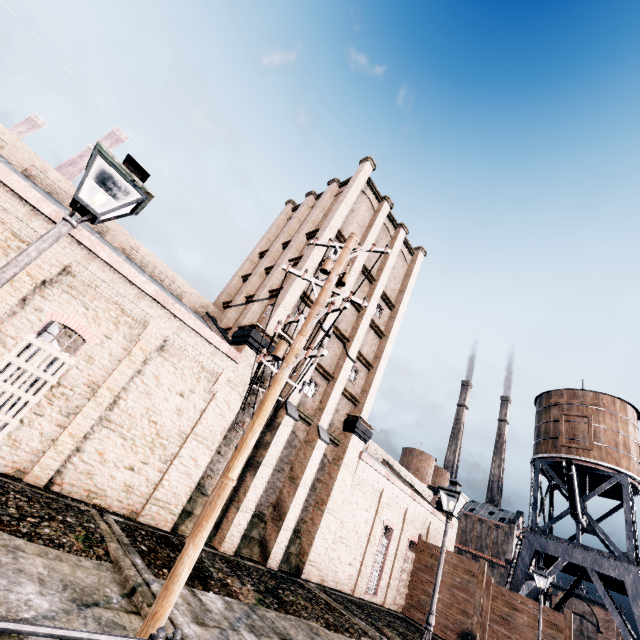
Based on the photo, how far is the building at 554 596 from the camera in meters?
53.2 m

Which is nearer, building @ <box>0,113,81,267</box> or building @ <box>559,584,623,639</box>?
building @ <box>0,113,81,267</box>

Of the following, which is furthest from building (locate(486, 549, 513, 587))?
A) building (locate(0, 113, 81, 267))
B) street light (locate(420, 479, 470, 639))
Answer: street light (locate(420, 479, 470, 639))

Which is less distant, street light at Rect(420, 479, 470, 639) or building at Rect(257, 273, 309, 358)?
street light at Rect(420, 479, 470, 639)

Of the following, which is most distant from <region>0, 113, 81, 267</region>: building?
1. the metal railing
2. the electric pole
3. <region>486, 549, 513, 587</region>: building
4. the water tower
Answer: <region>486, 549, 513, 587</region>: building

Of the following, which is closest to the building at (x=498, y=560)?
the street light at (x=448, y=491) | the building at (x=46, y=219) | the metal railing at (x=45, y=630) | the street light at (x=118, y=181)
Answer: the building at (x=46, y=219)

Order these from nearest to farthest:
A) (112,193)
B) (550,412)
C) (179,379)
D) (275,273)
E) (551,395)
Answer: (112,193) → (179,379) → (275,273) → (550,412) → (551,395)

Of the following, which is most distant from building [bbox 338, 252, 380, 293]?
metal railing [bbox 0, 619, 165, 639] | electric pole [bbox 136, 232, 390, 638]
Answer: metal railing [bbox 0, 619, 165, 639]
